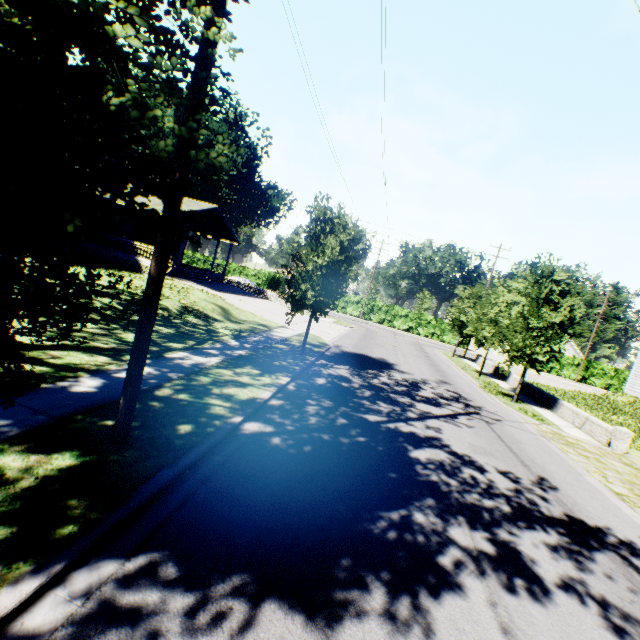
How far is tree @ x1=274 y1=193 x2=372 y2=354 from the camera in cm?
1235

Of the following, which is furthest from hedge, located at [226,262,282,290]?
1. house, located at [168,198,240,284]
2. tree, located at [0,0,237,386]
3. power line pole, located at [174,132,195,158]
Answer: power line pole, located at [174,132,195,158]

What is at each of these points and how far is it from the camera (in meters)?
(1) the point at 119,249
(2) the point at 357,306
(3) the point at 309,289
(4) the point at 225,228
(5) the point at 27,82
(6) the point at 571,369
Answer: (1) house, 25.36
(2) hedge, 48.81
(3) tree, 13.26
(4) house, 30.02
(5) tree, 2.31
(6) hedge, 44.12

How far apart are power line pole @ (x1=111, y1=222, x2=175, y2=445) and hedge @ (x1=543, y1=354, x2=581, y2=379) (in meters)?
51.37

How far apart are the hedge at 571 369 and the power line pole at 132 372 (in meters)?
51.37

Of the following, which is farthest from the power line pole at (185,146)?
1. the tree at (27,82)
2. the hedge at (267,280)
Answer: the hedge at (267,280)

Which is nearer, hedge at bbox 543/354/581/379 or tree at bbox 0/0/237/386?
tree at bbox 0/0/237/386
